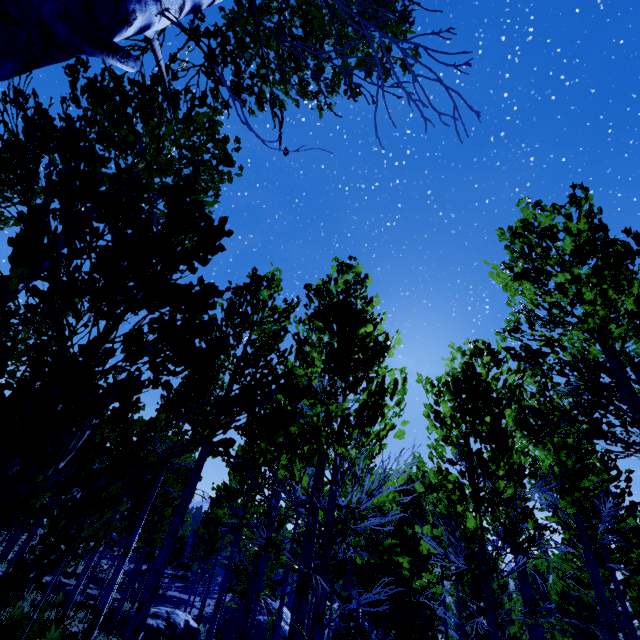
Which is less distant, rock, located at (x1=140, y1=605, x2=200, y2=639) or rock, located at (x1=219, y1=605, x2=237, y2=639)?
rock, located at (x1=140, y1=605, x2=200, y2=639)

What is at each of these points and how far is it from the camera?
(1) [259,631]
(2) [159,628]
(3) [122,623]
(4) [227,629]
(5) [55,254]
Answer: A:
(1) rock, 21.7 meters
(2) rock, 13.4 meters
(3) rock, 13.9 meters
(4) rock, 22.4 meters
(5) instancedfoliageactor, 3.7 meters

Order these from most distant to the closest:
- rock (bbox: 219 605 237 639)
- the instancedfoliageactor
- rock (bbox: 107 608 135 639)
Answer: rock (bbox: 219 605 237 639), rock (bbox: 107 608 135 639), the instancedfoliageactor

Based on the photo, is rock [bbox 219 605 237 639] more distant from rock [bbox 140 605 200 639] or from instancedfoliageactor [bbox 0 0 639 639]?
rock [bbox 140 605 200 639]

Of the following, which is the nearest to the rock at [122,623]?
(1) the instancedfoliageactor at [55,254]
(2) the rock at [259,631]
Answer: (1) the instancedfoliageactor at [55,254]

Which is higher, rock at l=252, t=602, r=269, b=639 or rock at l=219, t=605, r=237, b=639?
rock at l=252, t=602, r=269, b=639
